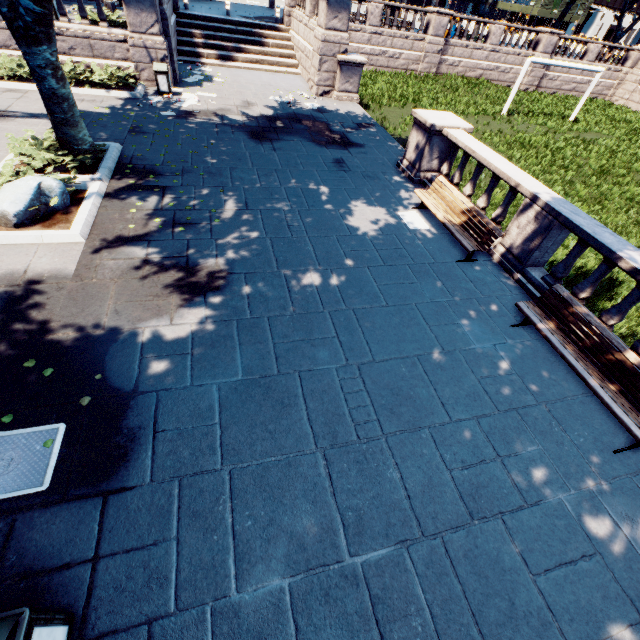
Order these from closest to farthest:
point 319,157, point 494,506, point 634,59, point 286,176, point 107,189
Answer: point 494,506 → point 107,189 → point 286,176 → point 319,157 → point 634,59

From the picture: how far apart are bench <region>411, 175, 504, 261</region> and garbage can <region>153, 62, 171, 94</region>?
11.5m

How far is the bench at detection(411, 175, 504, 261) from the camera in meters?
7.5

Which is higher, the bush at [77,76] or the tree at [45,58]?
the tree at [45,58]

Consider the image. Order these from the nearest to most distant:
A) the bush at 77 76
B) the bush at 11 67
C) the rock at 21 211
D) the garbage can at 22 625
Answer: the garbage can at 22 625 → the rock at 21 211 → the bush at 11 67 → the bush at 77 76

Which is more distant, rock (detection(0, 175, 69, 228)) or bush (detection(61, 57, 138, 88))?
bush (detection(61, 57, 138, 88))

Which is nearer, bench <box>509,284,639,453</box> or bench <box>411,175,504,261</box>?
bench <box>509,284,639,453</box>

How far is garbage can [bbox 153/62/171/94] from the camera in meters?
12.8 m
